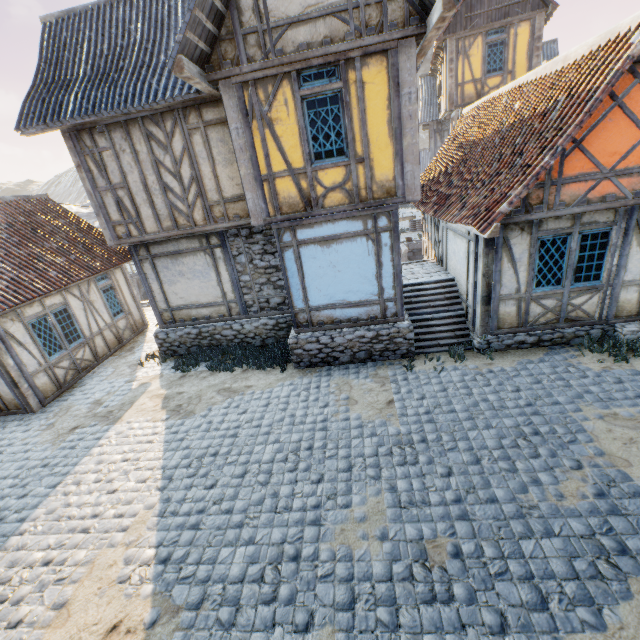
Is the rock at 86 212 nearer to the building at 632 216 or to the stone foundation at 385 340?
the stone foundation at 385 340

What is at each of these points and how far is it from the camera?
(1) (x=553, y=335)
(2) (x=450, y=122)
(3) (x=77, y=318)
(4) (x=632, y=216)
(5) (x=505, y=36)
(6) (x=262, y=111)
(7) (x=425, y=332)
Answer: (1) stone foundation, 8.1 meters
(2) wooden structure, 18.1 meters
(3) building, 10.9 meters
(4) building, 6.9 meters
(5) building, 14.9 meters
(6) building, 6.9 meters
(7) stairs, 9.1 meters

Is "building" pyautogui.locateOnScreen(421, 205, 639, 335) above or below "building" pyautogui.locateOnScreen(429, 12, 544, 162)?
below

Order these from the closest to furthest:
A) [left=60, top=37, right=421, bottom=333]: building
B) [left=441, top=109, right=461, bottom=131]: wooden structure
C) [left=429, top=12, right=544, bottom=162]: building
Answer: [left=60, top=37, right=421, bottom=333]: building, [left=429, top=12, right=544, bottom=162]: building, [left=441, top=109, right=461, bottom=131]: wooden structure

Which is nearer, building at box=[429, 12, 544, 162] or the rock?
building at box=[429, 12, 544, 162]

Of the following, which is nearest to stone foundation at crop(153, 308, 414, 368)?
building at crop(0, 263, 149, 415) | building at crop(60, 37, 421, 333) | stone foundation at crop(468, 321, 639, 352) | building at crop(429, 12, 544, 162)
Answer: building at crop(60, 37, 421, 333)

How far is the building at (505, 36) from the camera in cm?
1474

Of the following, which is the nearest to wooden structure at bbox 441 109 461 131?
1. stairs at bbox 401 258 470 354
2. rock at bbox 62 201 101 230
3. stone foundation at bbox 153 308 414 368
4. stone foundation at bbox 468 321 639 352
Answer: stone foundation at bbox 468 321 639 352
